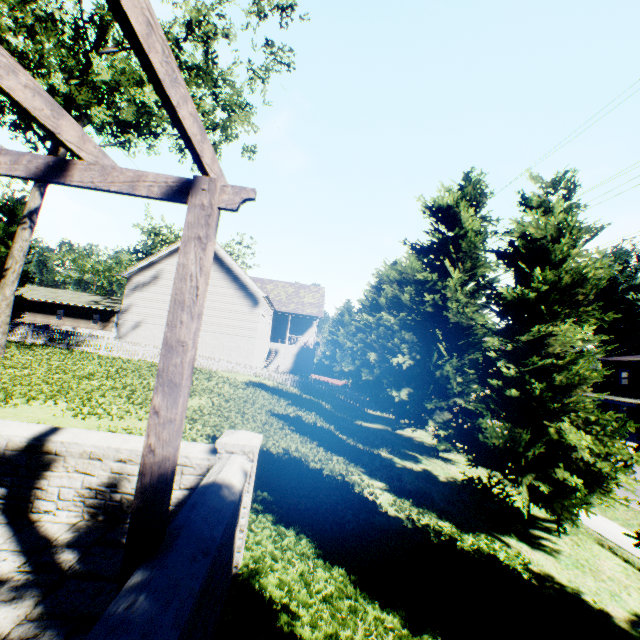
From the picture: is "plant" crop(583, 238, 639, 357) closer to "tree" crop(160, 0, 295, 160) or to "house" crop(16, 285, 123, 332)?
"tree" crop(160, 0, 295, 160)

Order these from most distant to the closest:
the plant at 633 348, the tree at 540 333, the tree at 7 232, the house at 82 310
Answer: the plant at 633 348 → the house at 82 310 → the tree at 7 232 → the tree at 540 333

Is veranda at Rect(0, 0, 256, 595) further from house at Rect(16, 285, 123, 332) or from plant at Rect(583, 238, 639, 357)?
house at Rect(16, 285, 123, 332)

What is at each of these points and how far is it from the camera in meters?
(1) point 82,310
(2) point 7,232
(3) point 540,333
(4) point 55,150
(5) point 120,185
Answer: (1) house, 46.1 m
(2) tree, 26.8 m
(3) tree, 7.7 m
(4) tree, 15.2 m
(5) veranda, 2.0 m

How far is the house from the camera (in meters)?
45.53

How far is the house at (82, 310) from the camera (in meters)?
45.53

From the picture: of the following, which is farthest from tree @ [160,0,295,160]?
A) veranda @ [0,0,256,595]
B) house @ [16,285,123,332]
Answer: veranda @ [0,0,256,595]

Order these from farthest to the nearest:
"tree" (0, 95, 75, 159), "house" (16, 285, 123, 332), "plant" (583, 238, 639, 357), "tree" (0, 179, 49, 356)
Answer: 1. "plant" (583, 238, 639, 357)
2. "house" (16, 285, 123, 332)
3. "tree" (0, 179, 49, 356)
4. "tree" (0, 95, 75, 159)
